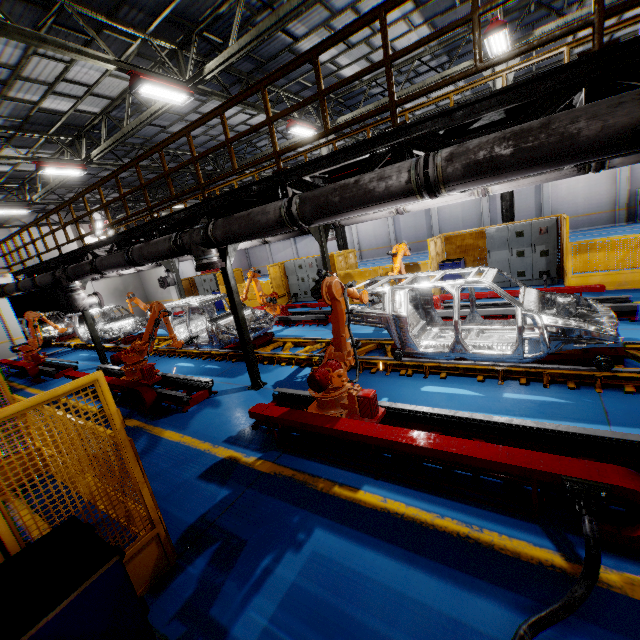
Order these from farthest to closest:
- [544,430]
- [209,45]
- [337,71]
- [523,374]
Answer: [337,71] → [209,45] → [523,374] → [544,430]

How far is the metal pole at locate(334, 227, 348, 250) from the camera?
16.52m

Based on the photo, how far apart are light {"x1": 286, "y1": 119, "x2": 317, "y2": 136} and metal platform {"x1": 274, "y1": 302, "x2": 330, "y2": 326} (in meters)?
7.38

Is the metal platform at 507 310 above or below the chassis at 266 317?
below

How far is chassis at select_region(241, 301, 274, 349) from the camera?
9.61m

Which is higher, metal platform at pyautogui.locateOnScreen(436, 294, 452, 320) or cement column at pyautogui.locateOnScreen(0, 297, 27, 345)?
cement column at pyautogui.locateOnScreen(0, 297, 27, 345)

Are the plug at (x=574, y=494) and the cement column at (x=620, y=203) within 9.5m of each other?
no

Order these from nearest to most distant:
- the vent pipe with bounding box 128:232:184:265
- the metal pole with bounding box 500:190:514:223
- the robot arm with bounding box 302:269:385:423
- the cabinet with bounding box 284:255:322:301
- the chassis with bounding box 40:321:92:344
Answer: the robot arm with bounding box 302:269:385:423, the vent pipe with bounding box 128:232:184:265, the metal pole with bounding box 500:190:514:223, the chassis with bounding box 40:321:92:344, the cabinet with bounding box 284:255:322:301
